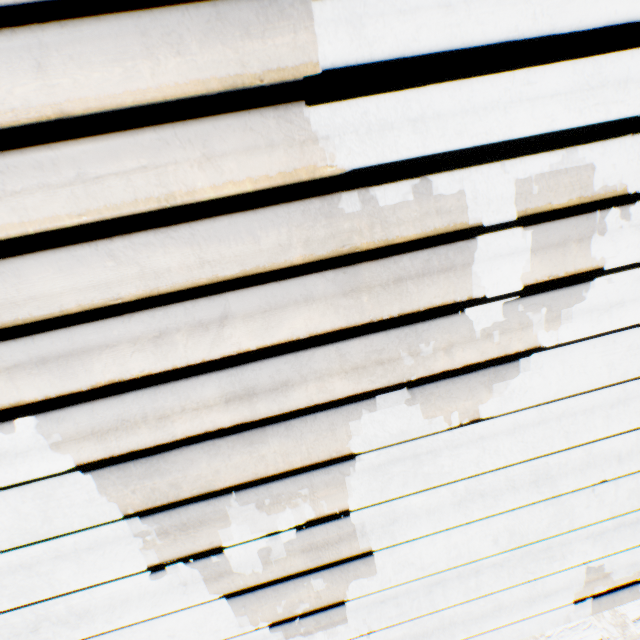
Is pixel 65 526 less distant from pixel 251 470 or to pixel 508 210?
pixel 251 470
